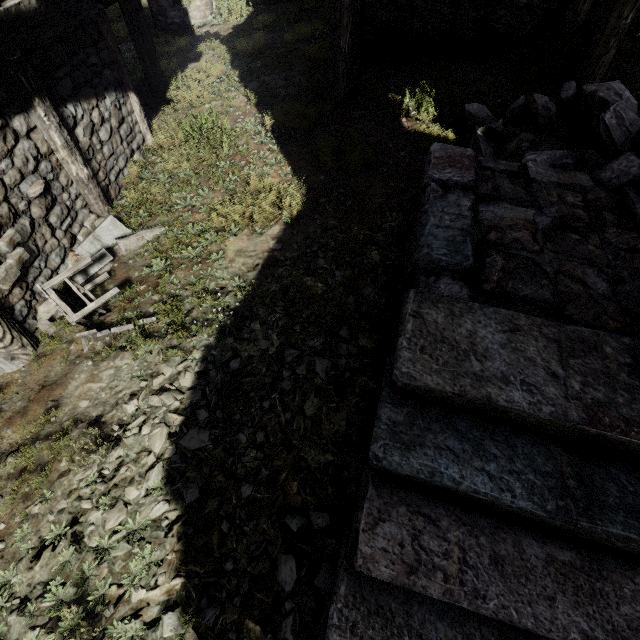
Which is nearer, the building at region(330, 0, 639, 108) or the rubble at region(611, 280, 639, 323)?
the rubble at region(611, 280, 639, 323)

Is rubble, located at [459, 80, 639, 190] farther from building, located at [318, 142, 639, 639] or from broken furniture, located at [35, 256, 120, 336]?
broken furniture, located at [35, 256, 120, 336]

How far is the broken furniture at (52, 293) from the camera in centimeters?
375cm

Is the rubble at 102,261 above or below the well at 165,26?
below

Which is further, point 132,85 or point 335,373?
point 132,85

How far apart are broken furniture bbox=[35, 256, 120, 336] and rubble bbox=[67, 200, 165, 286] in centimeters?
2cm

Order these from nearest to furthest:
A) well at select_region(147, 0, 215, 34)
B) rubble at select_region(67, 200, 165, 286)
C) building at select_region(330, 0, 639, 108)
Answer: rubble at select_region(67, 200, 165, 286)
building at select_region(330, 0, 639, 108)
well at select_region(147, 0, 215, 34)

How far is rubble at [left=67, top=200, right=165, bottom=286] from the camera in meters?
4.5
